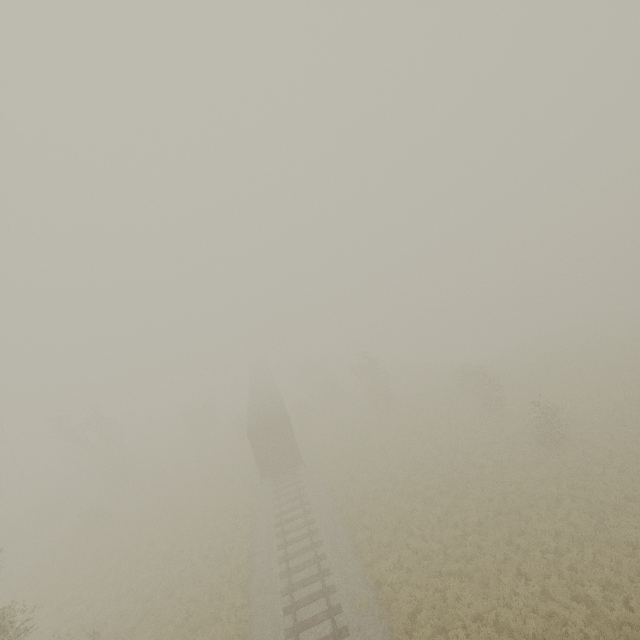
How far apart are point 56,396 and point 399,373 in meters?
58.5

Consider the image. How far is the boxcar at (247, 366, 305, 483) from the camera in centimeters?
2445cm

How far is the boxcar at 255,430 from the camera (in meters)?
24.45
